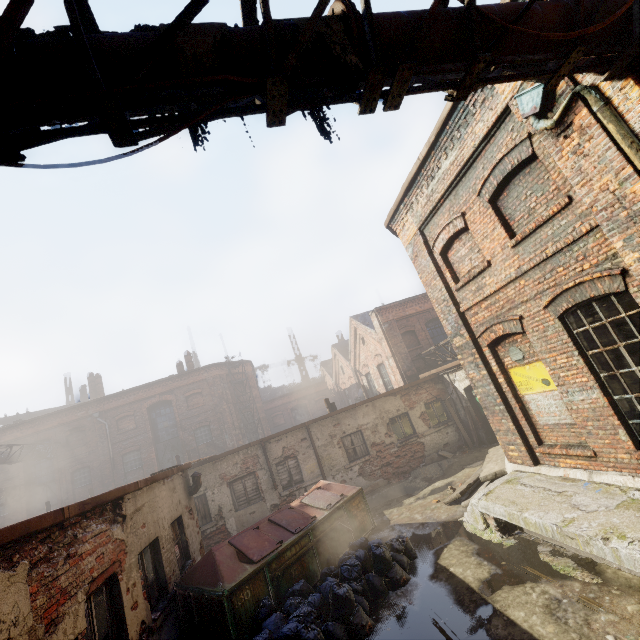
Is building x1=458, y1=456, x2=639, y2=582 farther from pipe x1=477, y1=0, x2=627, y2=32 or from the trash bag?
pipe x1=477, y1=0, x2=627, y2=32

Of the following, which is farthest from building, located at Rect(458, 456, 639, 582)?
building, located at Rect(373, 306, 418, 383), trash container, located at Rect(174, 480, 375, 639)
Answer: building, located at Rect(373, 306, 418, 383)

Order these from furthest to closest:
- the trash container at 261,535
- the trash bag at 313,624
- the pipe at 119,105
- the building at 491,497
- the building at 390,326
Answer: the building at 390,326
the trash container at 261,535
the trash bag at 313,624
the building at 491,497
the pipe at 119,105

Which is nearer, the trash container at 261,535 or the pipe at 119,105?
the pipe at 119,105

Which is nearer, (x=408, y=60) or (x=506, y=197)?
(x=408, y=60)

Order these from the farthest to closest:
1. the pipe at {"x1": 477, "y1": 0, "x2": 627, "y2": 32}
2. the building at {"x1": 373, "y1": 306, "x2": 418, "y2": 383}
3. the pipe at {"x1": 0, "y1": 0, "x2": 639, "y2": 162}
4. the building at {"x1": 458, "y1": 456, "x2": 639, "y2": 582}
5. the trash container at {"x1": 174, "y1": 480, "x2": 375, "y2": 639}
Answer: the building at {"x1": 373, "y1": 306, "x2": 418, "y2": 383}, the trash container at {"x1": 174, "y1": 480, "x2": 375, "y2": 639}, the building at {"x1": 458, "y1": 456, "x2": 639, "y2": 582}, the pipe at {"x1": 477, "y1": 0, "x2": 627, "y2": 32}, the pipe at {"x1": 0, "y1": 0, "x2": 639, "y2": 162}

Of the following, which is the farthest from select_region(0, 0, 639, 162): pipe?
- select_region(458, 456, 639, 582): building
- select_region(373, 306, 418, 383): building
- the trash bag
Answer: select_region(373, 306, 418, 383): building

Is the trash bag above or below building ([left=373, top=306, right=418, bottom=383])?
below
